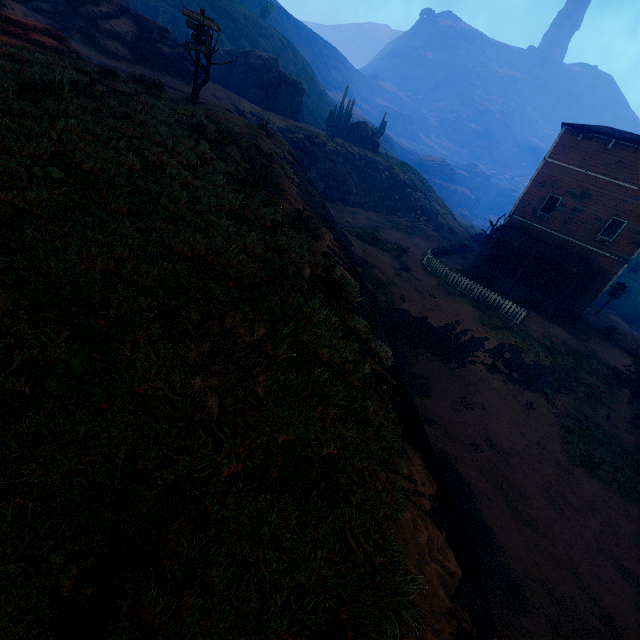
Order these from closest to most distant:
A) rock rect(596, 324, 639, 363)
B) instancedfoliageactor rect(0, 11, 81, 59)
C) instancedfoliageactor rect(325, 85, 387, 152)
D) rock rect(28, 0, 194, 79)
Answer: instancedfoliageactor rect(0, 11, 81, 59) → rock rect(28, 0, 194, 79) → rock rect(596, 324, 639, 363) → instancedfoliageactor rect(325, 85, 387, 152)

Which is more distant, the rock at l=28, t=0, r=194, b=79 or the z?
the rock at l=28, t=0, r=194, b=79

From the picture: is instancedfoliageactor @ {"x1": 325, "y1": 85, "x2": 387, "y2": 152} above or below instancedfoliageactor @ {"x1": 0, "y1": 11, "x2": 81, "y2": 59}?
above

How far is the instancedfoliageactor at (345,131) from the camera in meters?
43.2 m

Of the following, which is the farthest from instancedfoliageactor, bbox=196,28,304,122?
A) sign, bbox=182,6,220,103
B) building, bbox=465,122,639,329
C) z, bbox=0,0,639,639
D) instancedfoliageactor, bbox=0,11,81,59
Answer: instancedfoliageactor, bbox=0,11,81,59

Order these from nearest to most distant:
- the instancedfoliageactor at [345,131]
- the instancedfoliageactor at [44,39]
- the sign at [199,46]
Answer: the instancedfoliageactor at [44,39] → the sign at [199,46] → the instancedfoliageactor at [345,131]

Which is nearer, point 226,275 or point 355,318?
point 226,275

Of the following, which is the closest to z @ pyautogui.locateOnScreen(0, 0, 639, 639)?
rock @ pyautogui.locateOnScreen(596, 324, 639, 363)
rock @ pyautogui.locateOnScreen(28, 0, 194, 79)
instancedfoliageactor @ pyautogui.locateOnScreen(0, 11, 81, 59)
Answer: rock @ pyautogui.locateOnScreen(596, 324, 639, 363)
